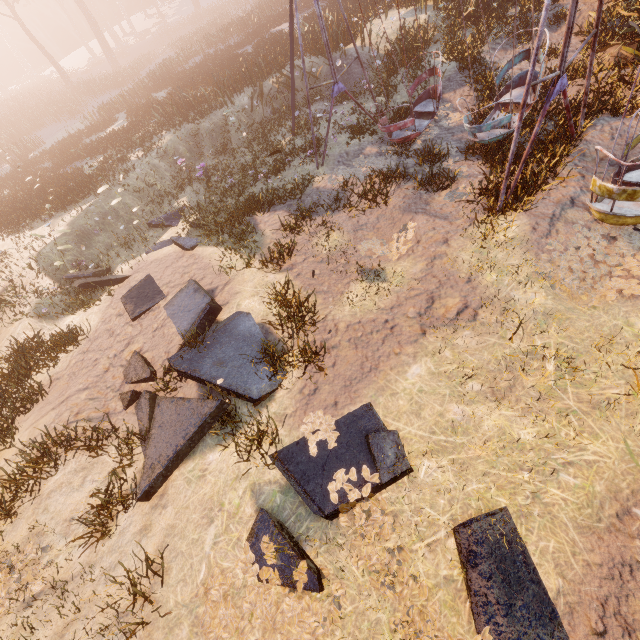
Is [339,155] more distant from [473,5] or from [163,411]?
[473,5]

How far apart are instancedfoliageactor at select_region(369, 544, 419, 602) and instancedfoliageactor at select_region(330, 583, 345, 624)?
0.3 meters

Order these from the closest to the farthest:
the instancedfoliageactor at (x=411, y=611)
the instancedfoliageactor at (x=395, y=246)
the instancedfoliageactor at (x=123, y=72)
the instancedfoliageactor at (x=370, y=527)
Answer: the instancedfoliageactor at (x=411, y=611) < the instancedfoliageactor at (x=370, y=527) < the instancedfoliageactor at (x=395, y=246) < the instancedfoliageactor at (x=123, y=72)

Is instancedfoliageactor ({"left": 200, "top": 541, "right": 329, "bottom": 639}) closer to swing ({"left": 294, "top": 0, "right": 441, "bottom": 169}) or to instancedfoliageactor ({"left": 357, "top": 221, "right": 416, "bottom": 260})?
instancedfoliageactor ({"left": 357, "top": 221, "right": 416, "bottom": 260})

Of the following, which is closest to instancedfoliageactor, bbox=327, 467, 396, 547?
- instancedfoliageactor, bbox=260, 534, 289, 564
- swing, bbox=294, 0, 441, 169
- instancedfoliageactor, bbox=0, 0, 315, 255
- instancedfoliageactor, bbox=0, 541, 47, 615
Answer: instancedfoliageactor, bbox=260, 534, 289, 564

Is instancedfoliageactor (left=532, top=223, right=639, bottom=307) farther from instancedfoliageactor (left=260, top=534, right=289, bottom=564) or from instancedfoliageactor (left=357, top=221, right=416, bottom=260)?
instancedfoliageactor (left=260, top=534, right=289, bottom=564)

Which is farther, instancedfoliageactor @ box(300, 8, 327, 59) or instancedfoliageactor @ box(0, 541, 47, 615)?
instancedfoliageactor @ box(300, 8, 327, 59)

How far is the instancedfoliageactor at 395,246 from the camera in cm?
710
